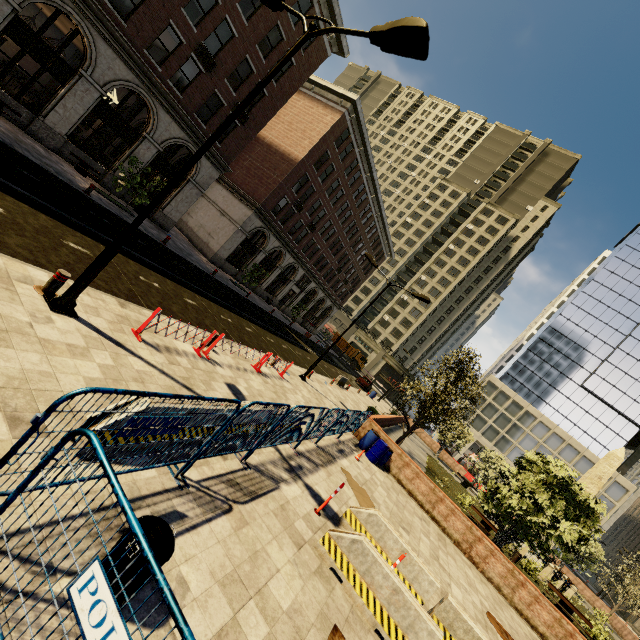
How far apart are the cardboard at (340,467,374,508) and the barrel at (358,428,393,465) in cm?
378

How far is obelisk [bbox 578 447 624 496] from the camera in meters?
25.6

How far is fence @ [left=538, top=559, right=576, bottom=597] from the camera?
23.0 meters

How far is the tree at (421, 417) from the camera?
18.3m

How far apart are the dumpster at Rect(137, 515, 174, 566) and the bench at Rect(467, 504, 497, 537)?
23.8 meters

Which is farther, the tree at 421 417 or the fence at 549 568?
the fence at 549 568

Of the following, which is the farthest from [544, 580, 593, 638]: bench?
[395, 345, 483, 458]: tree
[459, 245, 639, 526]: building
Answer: [459, 245, 639, 526]: building

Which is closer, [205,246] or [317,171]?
[205,246]
